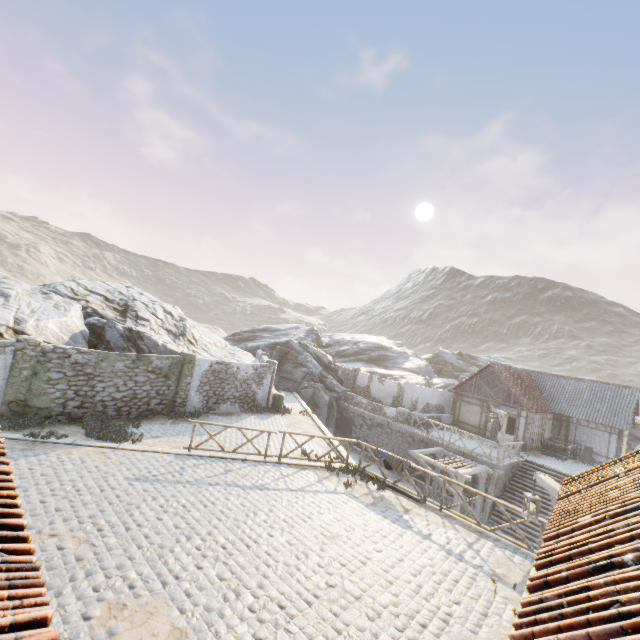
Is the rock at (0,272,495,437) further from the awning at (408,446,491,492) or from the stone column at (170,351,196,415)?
the awning at (408,446,491,492)

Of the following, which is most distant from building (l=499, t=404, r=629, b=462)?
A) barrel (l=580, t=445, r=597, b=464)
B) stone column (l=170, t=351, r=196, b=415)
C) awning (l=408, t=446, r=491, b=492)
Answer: stone column (l=170, t=351, r=196, b=415)

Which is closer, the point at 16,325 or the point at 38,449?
the point at 38,449

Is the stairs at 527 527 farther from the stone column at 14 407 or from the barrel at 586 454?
the stone column at 14 407

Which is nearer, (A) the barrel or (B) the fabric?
(B) the fabric

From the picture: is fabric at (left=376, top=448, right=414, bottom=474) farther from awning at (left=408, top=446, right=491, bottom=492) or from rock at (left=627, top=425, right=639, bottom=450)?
rock at (left=627, top=425, right=639, bottom=450)

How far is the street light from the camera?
7.2m

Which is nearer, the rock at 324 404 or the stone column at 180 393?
the rock at 324 404
